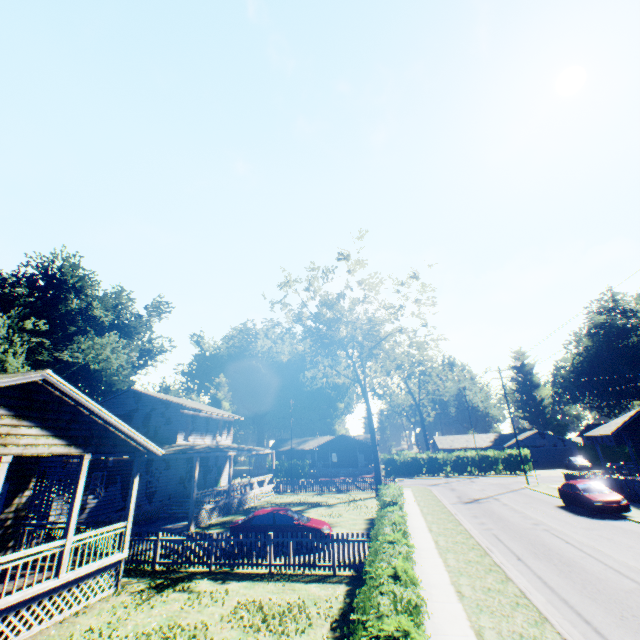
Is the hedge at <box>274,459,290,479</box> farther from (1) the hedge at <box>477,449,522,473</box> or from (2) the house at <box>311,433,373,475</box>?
(1) the hedge at <box>477,449,522,473</box>

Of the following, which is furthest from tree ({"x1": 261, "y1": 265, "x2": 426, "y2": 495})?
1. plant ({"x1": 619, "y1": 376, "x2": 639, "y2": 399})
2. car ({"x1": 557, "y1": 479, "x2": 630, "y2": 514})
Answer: plant ({"x1": 619, "y1": 376, "x2": 639, "y2": 399})

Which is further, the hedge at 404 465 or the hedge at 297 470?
the hedge at 297 470

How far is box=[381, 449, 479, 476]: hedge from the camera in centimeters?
4584cm

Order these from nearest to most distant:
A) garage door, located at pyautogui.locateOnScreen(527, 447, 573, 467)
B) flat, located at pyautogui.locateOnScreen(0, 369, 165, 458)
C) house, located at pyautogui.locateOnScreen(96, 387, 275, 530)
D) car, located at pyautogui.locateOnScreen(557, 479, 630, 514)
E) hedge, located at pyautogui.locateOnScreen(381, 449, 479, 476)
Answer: flat, located at pyautogui.locateOnScreen(0, 369, 165, 458) < car, located at pyautogui.locateOnScreen(557, 479, 630, 514) < house, located at pyautogui.locateOnScreen(96, 387, 275, 530) < hedge, located at pyautogui.locateOnScreen(381, 449, 479, 476) < garage door, located at pyautogui.locateOnScreen(527, 447, 573, 467)

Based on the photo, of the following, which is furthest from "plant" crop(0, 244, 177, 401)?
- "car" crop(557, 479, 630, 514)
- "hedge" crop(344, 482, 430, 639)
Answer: "car" crop(557, 479, 630, 514)

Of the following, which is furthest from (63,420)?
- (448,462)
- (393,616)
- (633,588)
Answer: (448,462)

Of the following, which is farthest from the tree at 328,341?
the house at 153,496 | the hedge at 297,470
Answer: the hedge at 297,470
